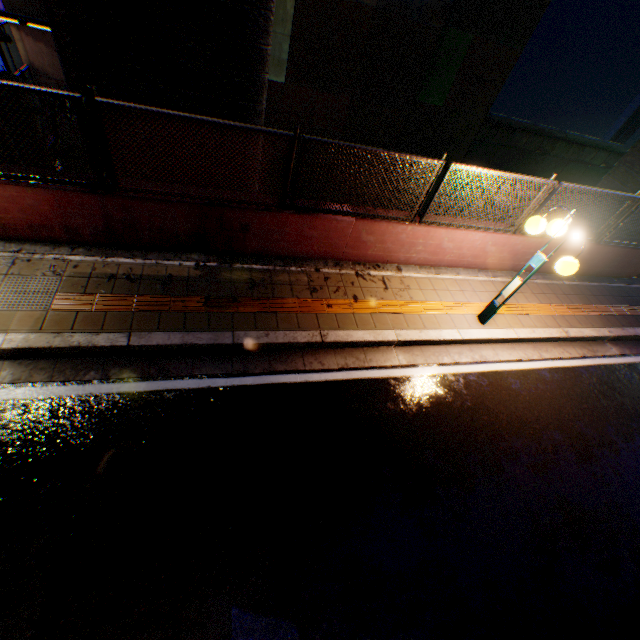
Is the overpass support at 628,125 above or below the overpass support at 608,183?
below

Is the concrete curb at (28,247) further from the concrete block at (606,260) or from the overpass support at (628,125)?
the overpass support at (628,125)

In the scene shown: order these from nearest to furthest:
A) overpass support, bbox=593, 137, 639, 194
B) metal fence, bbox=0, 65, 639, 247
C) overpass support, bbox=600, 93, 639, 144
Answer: metal fence, bbox=0, 65, 639, 247
overpass support, bbox=593, 137, 639, 194
overpass support, bbox=600, 93, 639, 144

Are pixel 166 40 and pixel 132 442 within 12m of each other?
yes

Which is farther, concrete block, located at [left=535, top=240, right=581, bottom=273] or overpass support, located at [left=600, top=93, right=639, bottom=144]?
overpass support, located at [left=600, top=93, right=639, bottom=144]

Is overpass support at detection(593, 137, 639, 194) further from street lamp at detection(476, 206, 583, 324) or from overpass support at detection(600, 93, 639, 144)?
overpass support at detection(600, 93, 639, 144)

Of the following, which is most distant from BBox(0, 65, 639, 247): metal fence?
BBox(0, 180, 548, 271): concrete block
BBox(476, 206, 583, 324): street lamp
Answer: BBox(476, 206, 583, 324): street lamp

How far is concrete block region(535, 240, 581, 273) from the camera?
7.55m
